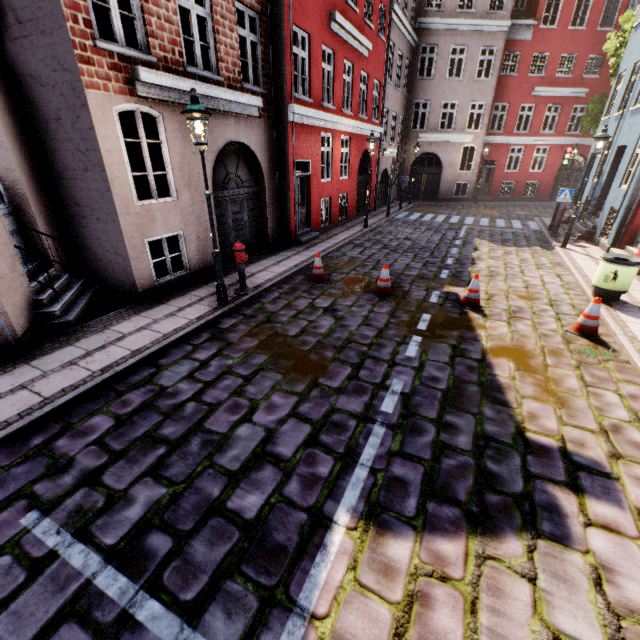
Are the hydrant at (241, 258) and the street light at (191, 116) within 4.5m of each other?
yes

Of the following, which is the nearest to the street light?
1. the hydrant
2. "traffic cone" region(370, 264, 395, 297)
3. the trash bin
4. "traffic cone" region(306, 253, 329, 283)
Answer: the hydrant

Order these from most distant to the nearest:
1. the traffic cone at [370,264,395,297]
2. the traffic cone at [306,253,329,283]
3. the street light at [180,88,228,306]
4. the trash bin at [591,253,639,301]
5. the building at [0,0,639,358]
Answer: the traffic cone at [306,253,329,283]
the traffic cone at [370,264,395,297]
the trash bin at [591,253,639,301]
the building at [0,0,639,358]
the street light at [180,88,228,306]

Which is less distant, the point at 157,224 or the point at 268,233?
the point at 157,224

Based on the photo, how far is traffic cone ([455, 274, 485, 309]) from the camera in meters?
7.3 m

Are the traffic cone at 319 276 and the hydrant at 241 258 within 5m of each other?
yes

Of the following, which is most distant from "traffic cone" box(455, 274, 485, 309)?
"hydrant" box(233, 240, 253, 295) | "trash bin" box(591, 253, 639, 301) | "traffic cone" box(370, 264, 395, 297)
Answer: "hydrant" box(233, 240, 253, 295)

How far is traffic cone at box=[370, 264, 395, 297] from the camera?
7.9 meters
